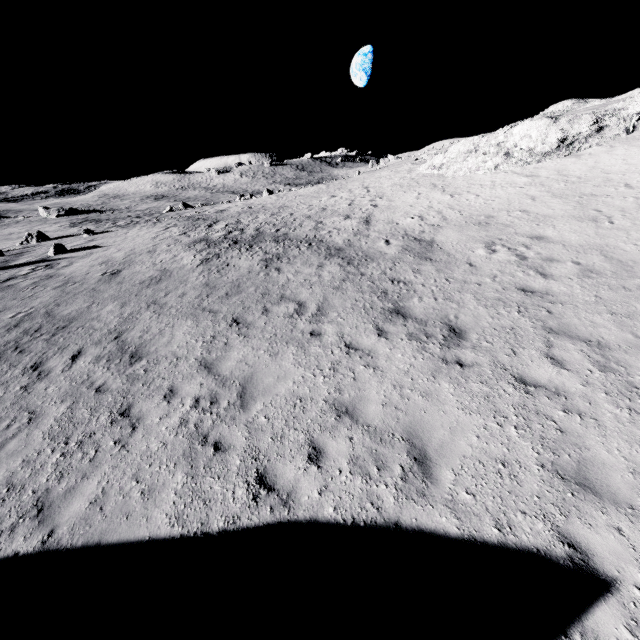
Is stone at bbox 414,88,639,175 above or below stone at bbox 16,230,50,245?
above

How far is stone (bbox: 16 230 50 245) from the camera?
32.2 meters

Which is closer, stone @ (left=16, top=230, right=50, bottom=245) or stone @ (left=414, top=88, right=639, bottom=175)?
stone @ (left=414, top=88, right=639, bottom=175)

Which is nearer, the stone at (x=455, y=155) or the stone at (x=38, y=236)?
the stone at (x=455, y=155)

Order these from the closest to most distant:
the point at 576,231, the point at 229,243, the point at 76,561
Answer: the point at 76,561 → the point at 576,231 → the point at 229,243

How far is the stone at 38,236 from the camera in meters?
32.2 m
